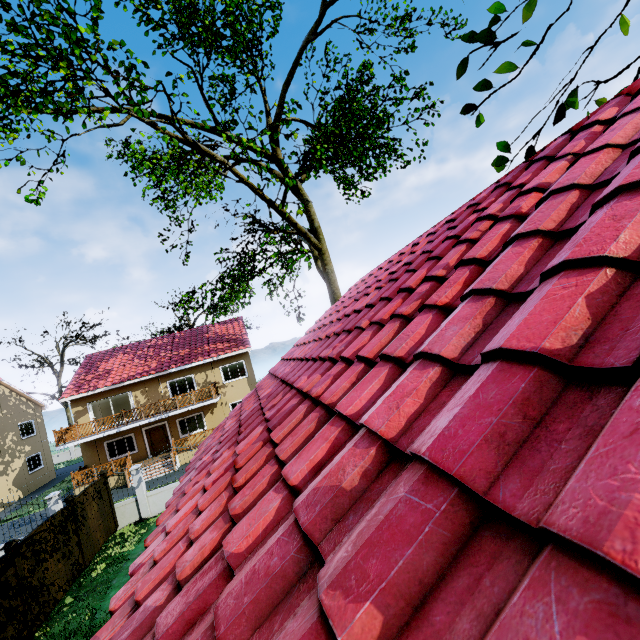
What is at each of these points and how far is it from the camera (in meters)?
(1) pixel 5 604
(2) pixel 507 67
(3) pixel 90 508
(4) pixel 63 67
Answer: (1) fence, 8.08
(2) tree, 3.47
(3) fence, 12.63
(4) tree, 9.89

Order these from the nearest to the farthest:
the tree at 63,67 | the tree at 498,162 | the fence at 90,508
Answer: the tree at 498,162, the tree at 63,67, the fence at 90,508

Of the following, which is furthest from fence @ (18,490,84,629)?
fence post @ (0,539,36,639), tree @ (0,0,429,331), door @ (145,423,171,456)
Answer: door @ (145,423,171,456)

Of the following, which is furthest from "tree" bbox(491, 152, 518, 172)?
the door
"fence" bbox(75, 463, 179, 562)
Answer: the door

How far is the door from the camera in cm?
2392

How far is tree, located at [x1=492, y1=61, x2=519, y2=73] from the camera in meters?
3.5 m

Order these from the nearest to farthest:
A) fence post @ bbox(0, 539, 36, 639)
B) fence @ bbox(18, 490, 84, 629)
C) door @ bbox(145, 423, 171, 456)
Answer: fence post @ bbox(0, 539, 36, 639) → fence @ bbox(18, 490, 84, 629) → door @ bbox(145, 423, 171, 456)

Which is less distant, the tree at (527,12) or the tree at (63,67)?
the tree at (527,12)
